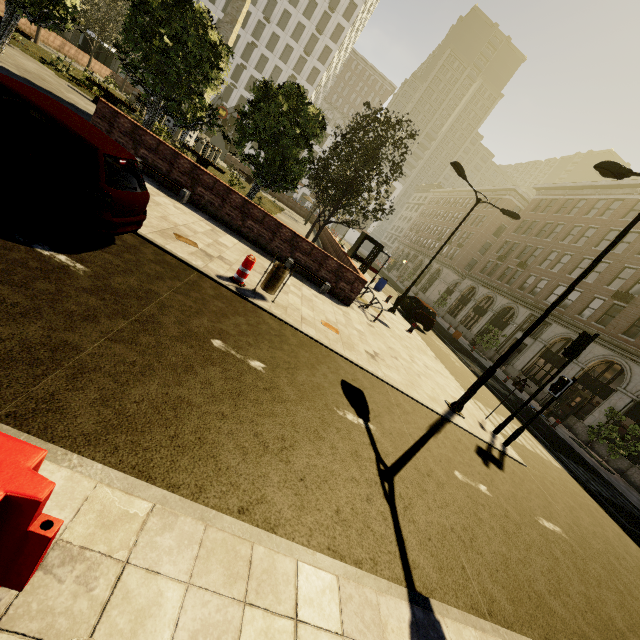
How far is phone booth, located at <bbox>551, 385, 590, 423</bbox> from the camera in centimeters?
2255cm

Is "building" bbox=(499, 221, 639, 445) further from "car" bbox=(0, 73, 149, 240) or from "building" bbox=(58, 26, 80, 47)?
"car" bbox=(0, 73, 149, 240)

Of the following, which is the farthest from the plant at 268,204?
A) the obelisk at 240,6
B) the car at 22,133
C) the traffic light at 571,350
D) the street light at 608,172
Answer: the traffic light at 571,350

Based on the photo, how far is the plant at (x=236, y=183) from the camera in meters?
20.5 m

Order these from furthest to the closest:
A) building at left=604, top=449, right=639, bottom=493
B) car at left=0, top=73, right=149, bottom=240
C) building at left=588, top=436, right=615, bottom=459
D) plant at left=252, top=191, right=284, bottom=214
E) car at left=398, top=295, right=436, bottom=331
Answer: plant at left=252, top=191, right=284, bottom=214
building at left=588, top=436, right=615, bottom=459
car at left=398, top=295, right=436, bottom=331
building at left=604, top=449, right=639, bottom=493
car at left=0, top=73, right=149, bottom=240

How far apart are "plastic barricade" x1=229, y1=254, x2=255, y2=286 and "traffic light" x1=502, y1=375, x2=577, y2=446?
8.6 meters

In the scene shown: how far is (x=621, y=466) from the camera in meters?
19.3

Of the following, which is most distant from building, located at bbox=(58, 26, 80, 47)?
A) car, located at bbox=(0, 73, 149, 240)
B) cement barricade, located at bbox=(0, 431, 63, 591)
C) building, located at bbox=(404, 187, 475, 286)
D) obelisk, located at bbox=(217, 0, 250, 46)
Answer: building, located at bbox=(404, 187, 475, 286)
